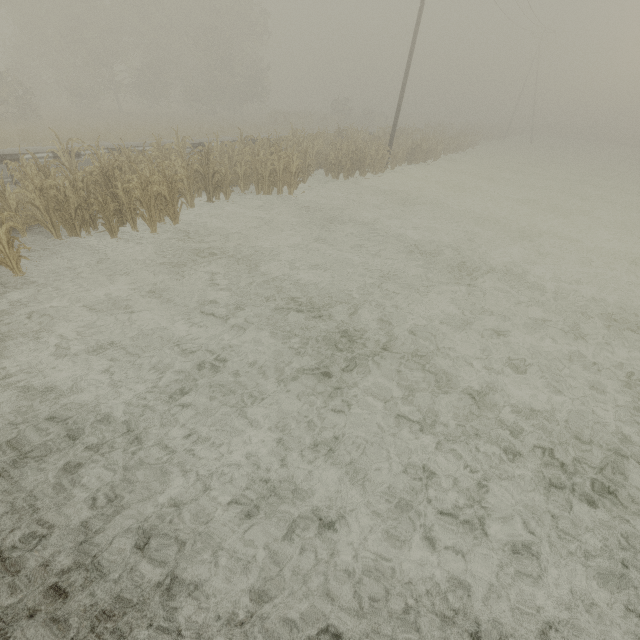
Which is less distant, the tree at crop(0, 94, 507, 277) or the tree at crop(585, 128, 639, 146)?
the tree at crop(0, 94, 507, 277)

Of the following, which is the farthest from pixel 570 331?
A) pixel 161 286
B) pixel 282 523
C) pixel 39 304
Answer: pixel 39 304

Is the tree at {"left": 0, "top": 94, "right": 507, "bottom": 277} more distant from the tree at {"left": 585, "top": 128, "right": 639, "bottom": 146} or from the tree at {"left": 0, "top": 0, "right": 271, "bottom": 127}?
the tree at {"left": 0, "top": 0, "right": 271, "bottom": 127}

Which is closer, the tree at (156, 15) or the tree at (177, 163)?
the tree at (177, 163)

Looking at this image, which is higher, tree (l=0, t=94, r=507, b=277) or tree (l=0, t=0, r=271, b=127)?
tree (l=0, t=0, r=271, b=127)

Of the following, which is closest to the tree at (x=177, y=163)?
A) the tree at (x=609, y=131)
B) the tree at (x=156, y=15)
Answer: the tree at (x=609, y=131)

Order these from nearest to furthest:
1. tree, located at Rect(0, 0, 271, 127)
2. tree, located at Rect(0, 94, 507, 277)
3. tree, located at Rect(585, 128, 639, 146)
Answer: tree, located at Rect(0, 94, 507, 277) → tree, located at Rect(0, 0, 271, 127) → tree, located at Rect(585, 128, 639, 146)
